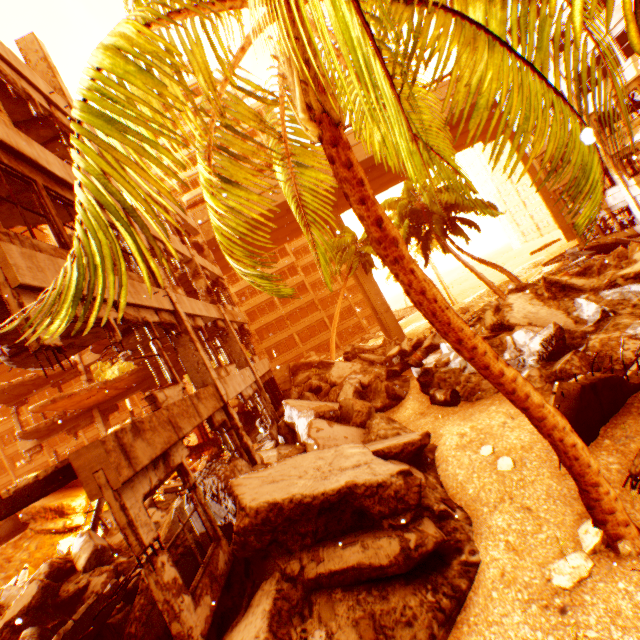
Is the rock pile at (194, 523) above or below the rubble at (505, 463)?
above

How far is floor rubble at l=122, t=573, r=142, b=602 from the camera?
6.91m

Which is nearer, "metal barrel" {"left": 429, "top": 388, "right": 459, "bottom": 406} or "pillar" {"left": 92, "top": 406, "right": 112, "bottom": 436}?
"metal barrel" {"left": 429, "top": 388, "right": 459, "bottom": 406}

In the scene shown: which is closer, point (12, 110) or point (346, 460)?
point (346, 460)

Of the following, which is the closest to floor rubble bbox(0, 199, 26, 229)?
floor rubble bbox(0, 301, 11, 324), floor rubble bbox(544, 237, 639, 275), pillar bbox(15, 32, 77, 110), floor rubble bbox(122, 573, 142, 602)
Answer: pillar bbox(15, 32, 77, 110)

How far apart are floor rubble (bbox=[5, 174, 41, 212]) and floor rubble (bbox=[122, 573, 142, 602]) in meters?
8.5

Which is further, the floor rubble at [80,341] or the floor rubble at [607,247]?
the floor rubble at [607,247]

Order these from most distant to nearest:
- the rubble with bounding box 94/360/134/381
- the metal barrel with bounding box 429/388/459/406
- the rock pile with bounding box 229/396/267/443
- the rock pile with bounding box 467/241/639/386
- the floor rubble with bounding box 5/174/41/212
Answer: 1. the rubble with bounding box 94/360/134/381
2. the rock pile with bounding box 229/396/267/443
3. the metal barrel with bounding box 429/388/459/406
4. the rock pile with bounding box 467/241/639/386
5. the floor rubble with bounding box 5/174/41/212
